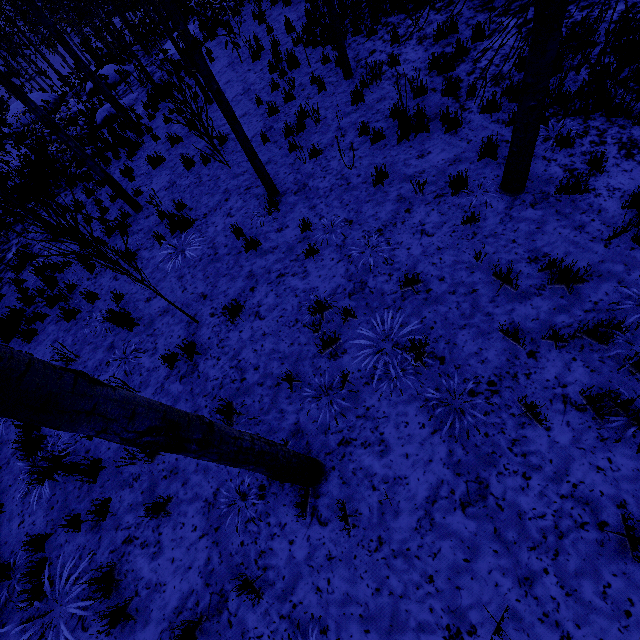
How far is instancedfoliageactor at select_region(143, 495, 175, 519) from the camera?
3.88m

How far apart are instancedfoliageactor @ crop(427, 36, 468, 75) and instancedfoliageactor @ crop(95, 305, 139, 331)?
4.9m

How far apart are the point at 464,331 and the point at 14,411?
4.2 meters

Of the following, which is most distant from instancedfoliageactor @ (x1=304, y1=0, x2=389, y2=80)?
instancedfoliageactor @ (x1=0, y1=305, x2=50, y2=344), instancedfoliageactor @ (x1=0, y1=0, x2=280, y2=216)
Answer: instancedfoliageactor @ (x1=0, y1=0, x2=280, y2=216)

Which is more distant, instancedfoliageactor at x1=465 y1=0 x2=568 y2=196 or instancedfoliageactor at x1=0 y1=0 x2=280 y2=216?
instancedfoliageactor at x1=0 y1=0 x2=280 y2=216

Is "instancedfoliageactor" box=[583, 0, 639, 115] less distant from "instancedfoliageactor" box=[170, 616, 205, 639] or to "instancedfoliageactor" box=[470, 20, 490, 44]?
"instancedfoliageactor" box=[170, 616, 205, 639]

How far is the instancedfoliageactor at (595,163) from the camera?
4.42m
